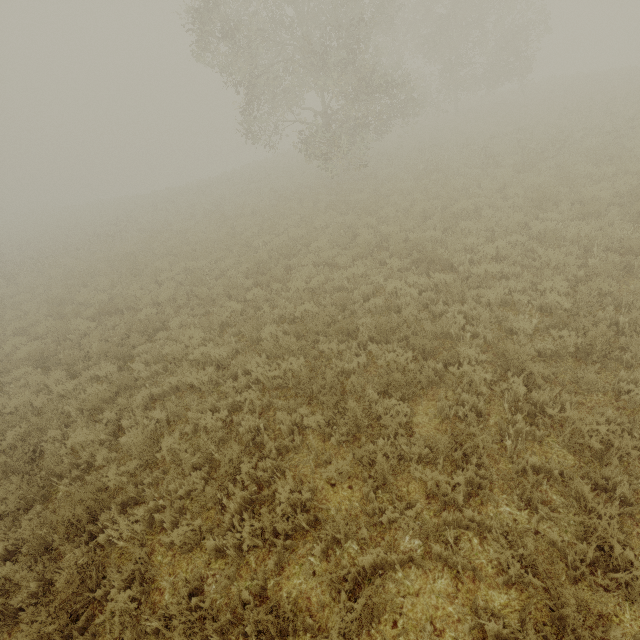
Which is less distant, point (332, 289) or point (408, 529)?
point (408, 529)
